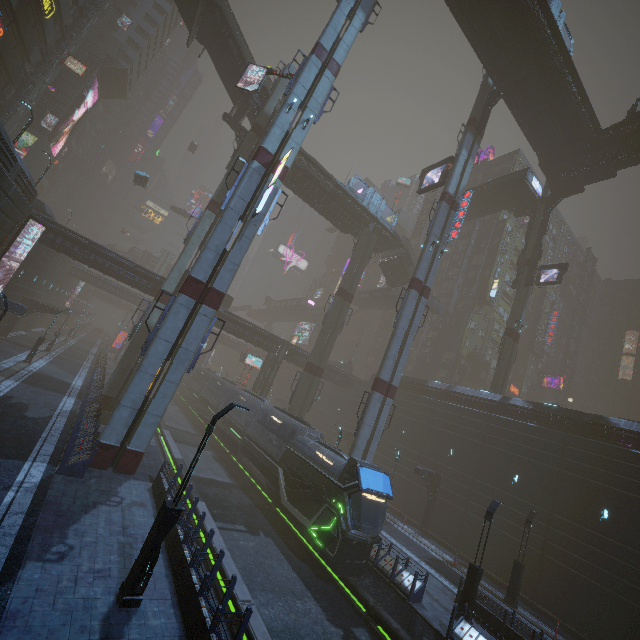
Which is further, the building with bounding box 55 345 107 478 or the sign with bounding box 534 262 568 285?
the sign with bounding box 534 262 568 285

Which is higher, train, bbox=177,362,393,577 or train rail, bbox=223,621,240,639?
train, bbox=177,362,393,577

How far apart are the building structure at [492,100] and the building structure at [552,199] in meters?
14.5 m

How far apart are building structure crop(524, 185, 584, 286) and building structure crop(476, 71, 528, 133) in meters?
14.5

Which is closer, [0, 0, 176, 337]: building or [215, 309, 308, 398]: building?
[0, 0, 176, 337]: building

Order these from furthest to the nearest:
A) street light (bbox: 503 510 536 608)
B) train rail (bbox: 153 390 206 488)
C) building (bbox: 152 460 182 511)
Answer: train rail (bbox: 153 390 206 488), street light (bbox: 503 510 536 608), building (bbox: 152 460 182 511)

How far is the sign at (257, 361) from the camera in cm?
4684

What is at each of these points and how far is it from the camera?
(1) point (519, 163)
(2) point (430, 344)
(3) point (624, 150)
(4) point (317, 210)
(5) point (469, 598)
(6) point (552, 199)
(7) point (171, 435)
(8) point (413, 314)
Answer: (1) building, 58.5 meters
(2) building, 51.7 meters
(3) building, 31.7 meters
(4) building, 39.6 meters
(5) street light, 15.0 meters
(6) building structure, 38.8 meters
(7) train rail, 29.4 meters
(8) sm, 26.9 meters
